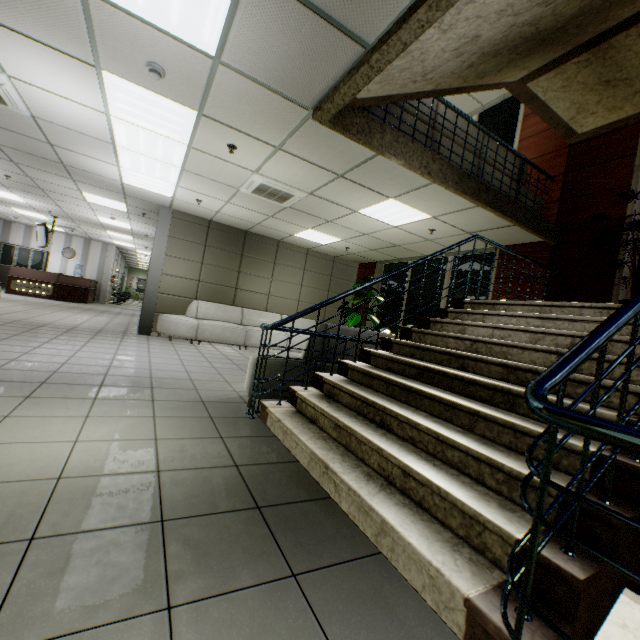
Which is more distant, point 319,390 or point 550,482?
point 319,390

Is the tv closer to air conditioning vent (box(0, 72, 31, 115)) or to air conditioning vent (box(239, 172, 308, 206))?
air conditioning vent (box(0, 72, 31, 115))

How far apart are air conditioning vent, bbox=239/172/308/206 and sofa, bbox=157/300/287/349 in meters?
3.4 m

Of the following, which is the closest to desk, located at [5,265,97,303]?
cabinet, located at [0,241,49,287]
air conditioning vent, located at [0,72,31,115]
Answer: cabinet, located at [0,241,49,287]

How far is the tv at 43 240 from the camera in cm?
1144

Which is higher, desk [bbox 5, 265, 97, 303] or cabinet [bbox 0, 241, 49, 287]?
cabinet [bbox 0, 241, 49, 287]

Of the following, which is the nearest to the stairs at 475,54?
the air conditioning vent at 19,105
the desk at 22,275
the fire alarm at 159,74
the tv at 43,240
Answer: the fire alarm at 159,74

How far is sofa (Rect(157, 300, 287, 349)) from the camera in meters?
7.8 m
